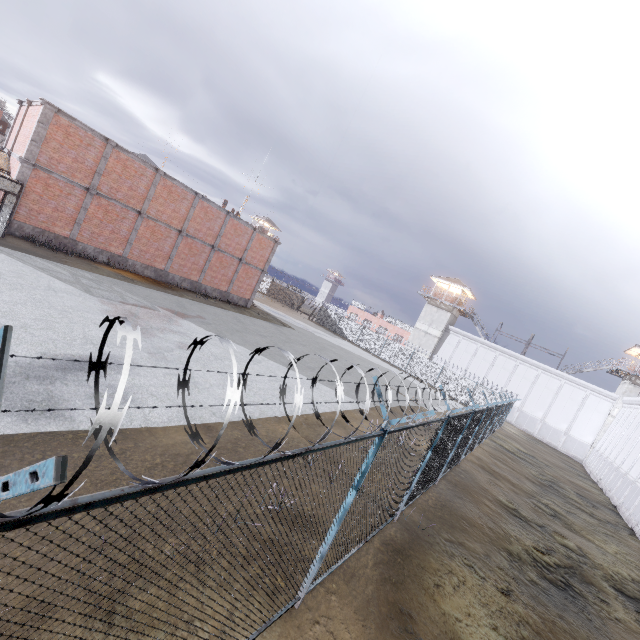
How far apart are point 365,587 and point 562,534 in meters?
11.4

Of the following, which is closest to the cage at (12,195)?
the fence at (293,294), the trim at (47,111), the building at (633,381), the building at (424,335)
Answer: the trim at (47,111)

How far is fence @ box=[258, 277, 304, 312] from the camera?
52.84m

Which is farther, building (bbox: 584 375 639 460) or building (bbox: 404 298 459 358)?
building (bbox: 404 298 459 358)

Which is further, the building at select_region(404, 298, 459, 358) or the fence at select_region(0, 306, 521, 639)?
the building at select_region(404, 298, 459, 358)

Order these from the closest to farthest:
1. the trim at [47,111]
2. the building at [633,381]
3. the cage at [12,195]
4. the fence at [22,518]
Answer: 1. the fence at [22,518]
2. the cage at [12,195]
3. the trim at [47,111]
4. the building at [633,381]

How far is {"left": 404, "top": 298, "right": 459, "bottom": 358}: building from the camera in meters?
46.5

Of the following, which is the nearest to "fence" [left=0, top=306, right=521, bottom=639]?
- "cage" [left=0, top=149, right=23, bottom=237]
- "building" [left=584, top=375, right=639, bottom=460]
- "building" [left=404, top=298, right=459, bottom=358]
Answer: "cage" [left=0, top=149, right=23, bottom=237]
